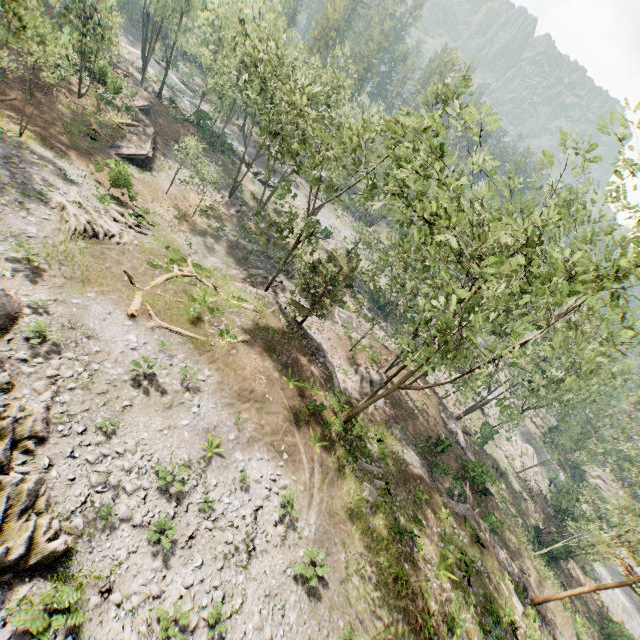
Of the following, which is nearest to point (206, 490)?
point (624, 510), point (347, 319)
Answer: point (347, 319)

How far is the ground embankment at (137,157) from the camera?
32.19m

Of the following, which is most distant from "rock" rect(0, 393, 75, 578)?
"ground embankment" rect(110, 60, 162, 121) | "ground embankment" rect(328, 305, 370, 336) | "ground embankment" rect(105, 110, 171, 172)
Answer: "ground embankment" rect(110, 60, 162, 121)

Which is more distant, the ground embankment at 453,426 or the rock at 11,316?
the ground embankment at 453,426

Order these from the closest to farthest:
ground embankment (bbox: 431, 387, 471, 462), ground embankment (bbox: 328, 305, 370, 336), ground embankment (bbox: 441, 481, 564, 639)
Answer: ground embankment (bbox: 441, 481, 564, 639), ground embankment (bbox: 431, 387, 471, 462), ground embankment (bbox: 328, 305, 370, 336)

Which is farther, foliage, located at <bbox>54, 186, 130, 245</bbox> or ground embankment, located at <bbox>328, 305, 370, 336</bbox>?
ground embankment, located at <bbox>328, 305, 370, 336</bbox>

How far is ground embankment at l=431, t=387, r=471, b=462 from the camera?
33.72m

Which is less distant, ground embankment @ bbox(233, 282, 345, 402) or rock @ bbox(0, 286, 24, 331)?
rock @ bbox(0, 286, 24, 331)
